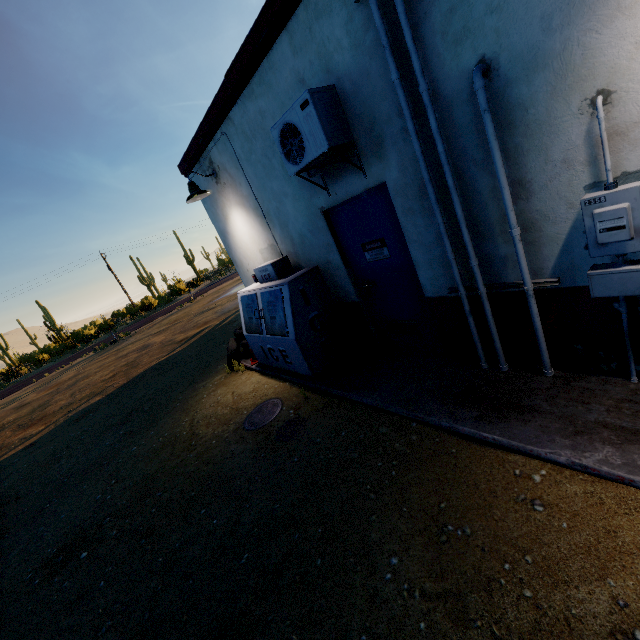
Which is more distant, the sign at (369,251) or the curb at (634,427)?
the sign at (369,251)

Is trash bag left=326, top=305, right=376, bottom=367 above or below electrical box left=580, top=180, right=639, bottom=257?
below

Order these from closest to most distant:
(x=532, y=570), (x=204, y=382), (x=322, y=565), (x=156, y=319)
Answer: (x=532, y=570), (x=322, y=565), (x=204, y=382), (x=156, y=319)

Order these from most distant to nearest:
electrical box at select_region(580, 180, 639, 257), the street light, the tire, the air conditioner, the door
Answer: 1. the tire
2. the street light
3. the door
4. the air conditioner
5. electrical box at select_region(580, 180, 639, 257)

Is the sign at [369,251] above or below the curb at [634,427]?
above

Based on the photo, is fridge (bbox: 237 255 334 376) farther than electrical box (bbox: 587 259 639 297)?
Yes

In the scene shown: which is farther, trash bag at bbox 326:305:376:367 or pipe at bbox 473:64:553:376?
trash bag at bbox 326:305:376:367

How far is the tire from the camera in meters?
7.1
